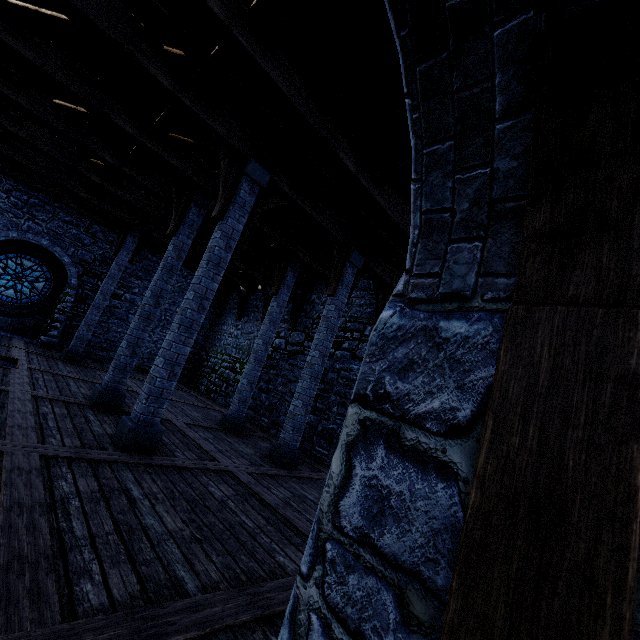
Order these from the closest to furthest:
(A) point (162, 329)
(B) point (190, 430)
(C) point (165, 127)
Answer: (C) point (165, 127) < (B) point (190, 430) < (A) point (162, 329)

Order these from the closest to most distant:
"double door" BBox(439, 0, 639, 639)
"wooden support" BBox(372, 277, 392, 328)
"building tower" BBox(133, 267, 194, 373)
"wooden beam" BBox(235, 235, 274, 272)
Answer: "double door" BBox(439, 0, 639, 639) < "wooden support" BBox(372, 277, 392, 328) < "wooden beam" BBox(235, 235, 274, 272) < "building tower" BBox(133, 267, 194, 373)

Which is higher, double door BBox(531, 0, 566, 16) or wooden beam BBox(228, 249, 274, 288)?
wooden beam BBox(228, 249, 274, 288)

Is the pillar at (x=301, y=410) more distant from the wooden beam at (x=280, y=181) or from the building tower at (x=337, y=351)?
the building tower at (x=337, y=351)

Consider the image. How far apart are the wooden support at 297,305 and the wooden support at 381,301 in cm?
380

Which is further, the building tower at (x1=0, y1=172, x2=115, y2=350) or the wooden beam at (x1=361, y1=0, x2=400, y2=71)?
the building tower at (x1=0, y1=172, x2=115, y2=350)

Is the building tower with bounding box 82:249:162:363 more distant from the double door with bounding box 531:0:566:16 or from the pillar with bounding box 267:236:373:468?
the pillar with bounding box 267:236:373:468

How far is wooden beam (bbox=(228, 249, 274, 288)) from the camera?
12.7 meters
